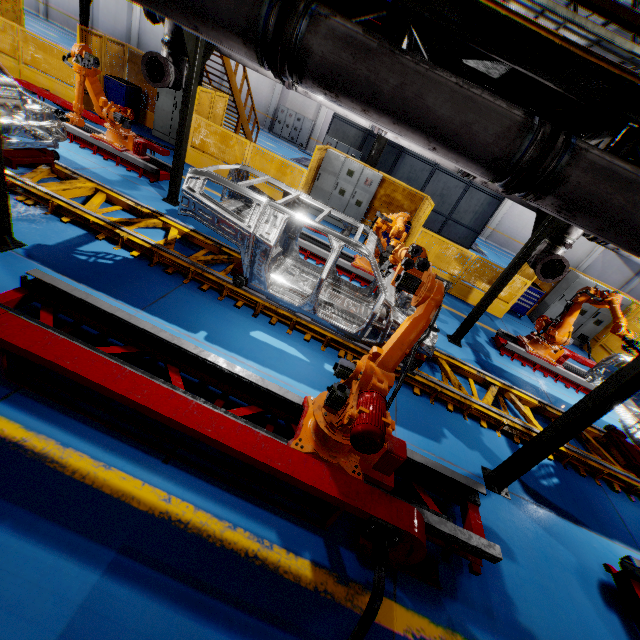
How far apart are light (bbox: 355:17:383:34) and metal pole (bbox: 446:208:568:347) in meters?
4.3 m

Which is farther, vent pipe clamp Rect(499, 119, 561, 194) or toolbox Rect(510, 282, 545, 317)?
toolbox Rect(510, 282, 545, 317)

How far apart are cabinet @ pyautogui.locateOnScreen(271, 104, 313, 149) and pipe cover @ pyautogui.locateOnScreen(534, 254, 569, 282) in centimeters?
2367cm

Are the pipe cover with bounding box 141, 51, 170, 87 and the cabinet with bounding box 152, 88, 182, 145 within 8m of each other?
yes

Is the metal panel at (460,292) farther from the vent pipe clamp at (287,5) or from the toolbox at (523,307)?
the vent pipe clamp at (287,5)

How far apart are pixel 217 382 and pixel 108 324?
1.4m

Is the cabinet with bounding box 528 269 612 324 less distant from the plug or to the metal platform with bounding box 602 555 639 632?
the metal platform with bounding box 602 555 639 632

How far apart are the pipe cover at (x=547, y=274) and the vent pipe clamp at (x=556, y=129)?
4.7 meters
